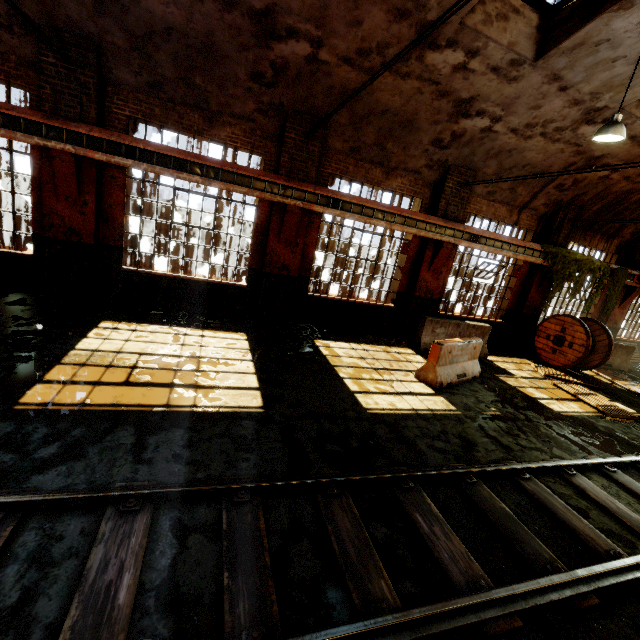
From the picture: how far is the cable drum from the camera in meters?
10.6 m

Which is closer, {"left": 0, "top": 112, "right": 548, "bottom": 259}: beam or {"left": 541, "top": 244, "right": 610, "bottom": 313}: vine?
{"left": 0, "top": 112, "right": 548, "bottom": 259}: beam

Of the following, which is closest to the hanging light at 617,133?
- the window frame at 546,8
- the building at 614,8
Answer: the building at 614,8

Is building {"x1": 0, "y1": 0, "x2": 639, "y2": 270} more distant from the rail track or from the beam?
the rail track

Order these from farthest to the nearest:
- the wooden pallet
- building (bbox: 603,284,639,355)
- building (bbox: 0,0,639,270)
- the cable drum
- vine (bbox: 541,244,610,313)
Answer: building (bbox: 603,284,639,355) < vine (bbox: 541,244,610,313) < the cable drum < the wooden pallet < building (bbox: 0,0,639,270)

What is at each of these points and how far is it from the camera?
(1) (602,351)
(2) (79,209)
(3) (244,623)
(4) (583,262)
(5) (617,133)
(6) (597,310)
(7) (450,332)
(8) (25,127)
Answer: (1) cable drum, 11.0 meters
(2) building, 7.3 meters
(3) rail track, 2.3 meters
(4) vine, 11.8 meters
(5) hanging light, 6.3 meters
(6) building, 14.1 meters
(7) concrete barricade, 10.0 meters
(8) beam, 6.4 meters

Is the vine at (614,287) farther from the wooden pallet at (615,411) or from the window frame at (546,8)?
the window frame at (546,8)

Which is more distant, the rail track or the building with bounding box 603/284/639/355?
the building with bounding box 603/284/639/355
